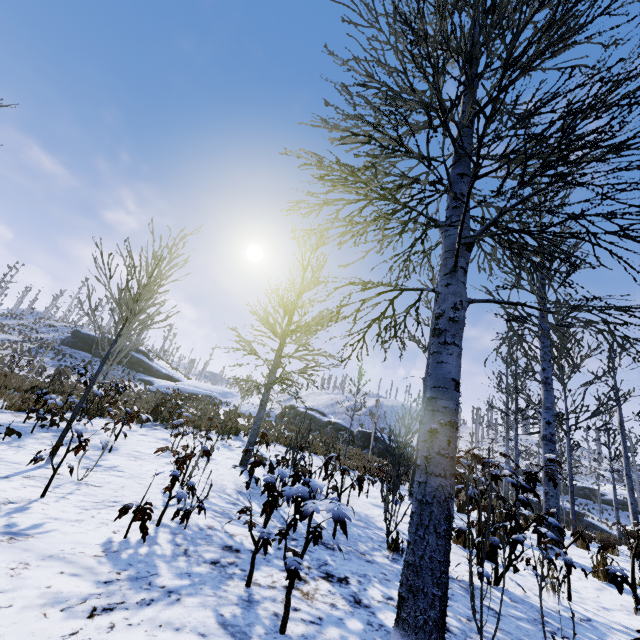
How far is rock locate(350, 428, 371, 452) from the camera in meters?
29.5 m

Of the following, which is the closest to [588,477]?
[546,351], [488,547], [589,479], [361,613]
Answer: [589,479]

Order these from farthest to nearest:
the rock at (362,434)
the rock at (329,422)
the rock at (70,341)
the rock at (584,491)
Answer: the rock at (584,491) < the rock at (70,341) < the rock at (329,422) < the rock at (362,434)

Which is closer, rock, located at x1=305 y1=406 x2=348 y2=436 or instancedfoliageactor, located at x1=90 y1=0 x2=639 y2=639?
instancedfoliageactor, located at x1=90 y1=0 x2=639 y2=639

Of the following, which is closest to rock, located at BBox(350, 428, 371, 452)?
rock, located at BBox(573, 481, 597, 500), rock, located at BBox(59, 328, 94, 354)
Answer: rock, located at BBox(59, 328, 94, 354)

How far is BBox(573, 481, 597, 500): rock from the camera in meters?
40.5

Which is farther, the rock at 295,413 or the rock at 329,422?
the rock at 295,413

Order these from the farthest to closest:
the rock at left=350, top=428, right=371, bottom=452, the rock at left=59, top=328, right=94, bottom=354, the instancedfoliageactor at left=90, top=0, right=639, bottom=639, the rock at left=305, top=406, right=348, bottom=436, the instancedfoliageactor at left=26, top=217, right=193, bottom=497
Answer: the rock at left=59, top=328, right=94, bottom=354 → the rock at left=305, top=406, right=348, bottom=436 → the rock at left=350, top=428, right=371, bottom=452 → the instancedfoliageactor at left=26, top=217, right=193, bottom=497 → the instancedfoliageactor at left=90, top=0, right=639, bottom=639
